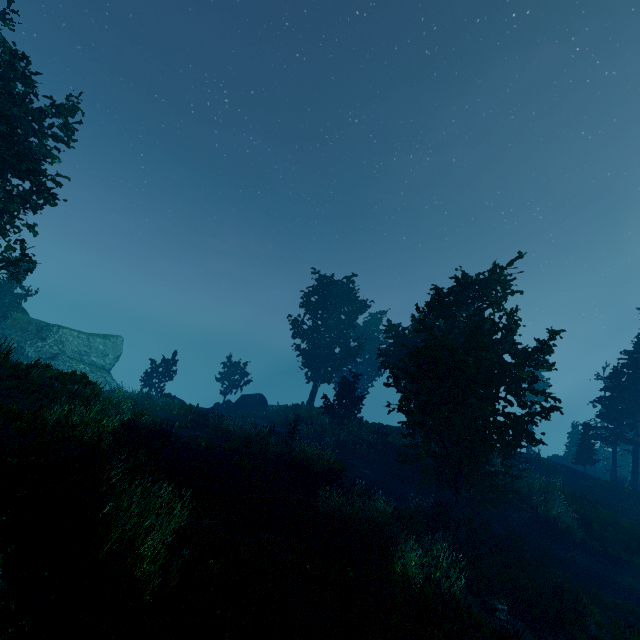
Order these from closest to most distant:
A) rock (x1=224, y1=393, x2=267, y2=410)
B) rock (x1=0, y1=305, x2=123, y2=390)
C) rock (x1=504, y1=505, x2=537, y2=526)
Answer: rock (x1=504, y1=505, x2=537, y2=526) < rock (x1=0, y1=305, x2=123, y2=390) < rock (x1=224, y1=393, x2=267, y2=410)

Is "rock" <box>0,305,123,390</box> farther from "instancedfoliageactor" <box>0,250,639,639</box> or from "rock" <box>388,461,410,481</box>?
"rock" <box>388,461,410,481</box>

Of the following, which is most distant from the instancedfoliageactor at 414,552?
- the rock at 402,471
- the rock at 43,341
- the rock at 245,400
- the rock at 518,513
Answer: the rock at 518,513

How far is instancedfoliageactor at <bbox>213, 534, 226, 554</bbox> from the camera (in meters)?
7.94

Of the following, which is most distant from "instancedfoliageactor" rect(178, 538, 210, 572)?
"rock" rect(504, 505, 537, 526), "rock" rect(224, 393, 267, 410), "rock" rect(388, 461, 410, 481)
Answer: "rock" rect(504, 505, 537, 526)

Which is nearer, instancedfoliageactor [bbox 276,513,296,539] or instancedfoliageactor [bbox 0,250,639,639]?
instancedfoliageactor [bbox 0,250,639,639]

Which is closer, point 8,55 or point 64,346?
point 8,55

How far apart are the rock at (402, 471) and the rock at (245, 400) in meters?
15.2
